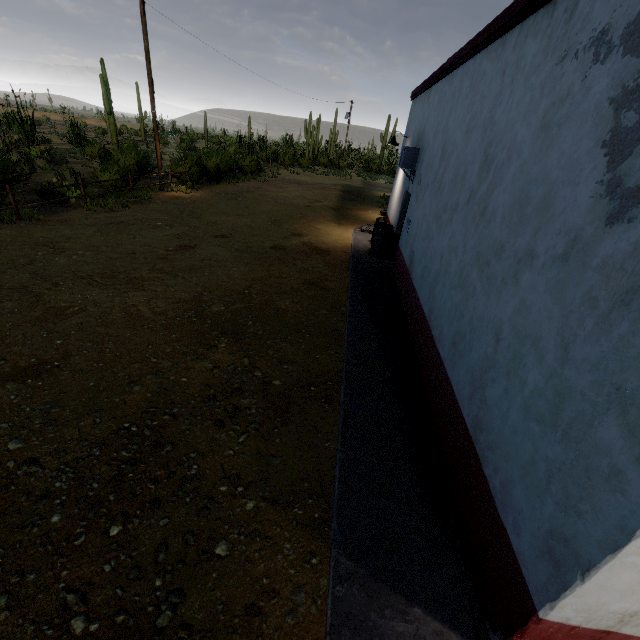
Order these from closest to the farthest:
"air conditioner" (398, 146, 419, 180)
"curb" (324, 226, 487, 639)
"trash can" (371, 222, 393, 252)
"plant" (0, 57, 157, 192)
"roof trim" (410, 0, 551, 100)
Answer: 1. "curb" (324, 226, 487, 639)
2. "roof trim" (410, 0, 551, 100)
3. "air conditioner" (398, 146, 419, 180)
4. "trash can" (371, 222, 393, 252)
5. "plant" (0, 57, 157, 192)

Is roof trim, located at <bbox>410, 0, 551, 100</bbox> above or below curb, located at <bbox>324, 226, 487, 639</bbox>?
above

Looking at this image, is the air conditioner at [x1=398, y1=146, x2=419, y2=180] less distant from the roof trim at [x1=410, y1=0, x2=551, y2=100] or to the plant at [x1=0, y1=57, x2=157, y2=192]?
the roof trim at [x1=410, y1=0, x2=551, y2=100]

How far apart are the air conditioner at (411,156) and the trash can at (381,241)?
1.7m

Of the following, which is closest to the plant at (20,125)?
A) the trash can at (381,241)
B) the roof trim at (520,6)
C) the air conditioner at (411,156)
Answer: the roof trim at (520,6)

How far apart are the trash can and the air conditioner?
1.66m

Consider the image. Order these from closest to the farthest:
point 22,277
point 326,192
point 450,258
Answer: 1. point 450,258
2. point 22,277
3. point 326,192

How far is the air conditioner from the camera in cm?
859
